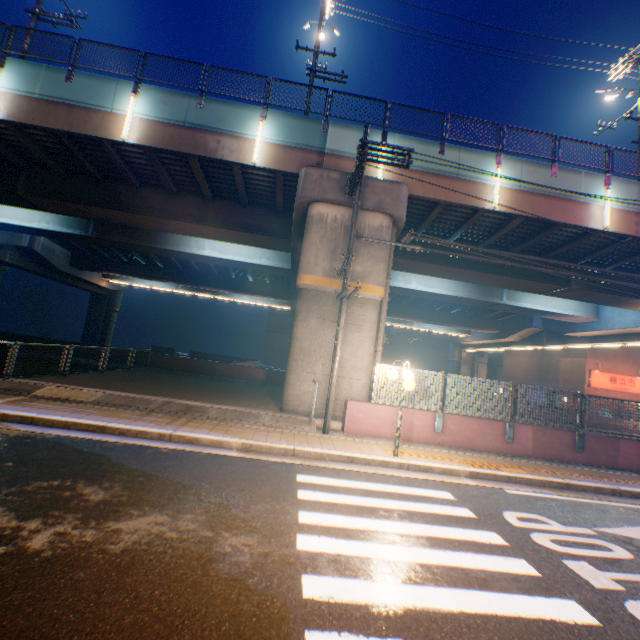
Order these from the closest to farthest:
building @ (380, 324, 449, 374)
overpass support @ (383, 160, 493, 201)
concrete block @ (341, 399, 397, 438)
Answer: concrete block @ (341, 399, 397, 438)
overpass support @ (383, 160, 493, 201)
building @ (380, 324, 449, 374)

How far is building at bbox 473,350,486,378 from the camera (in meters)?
55.22

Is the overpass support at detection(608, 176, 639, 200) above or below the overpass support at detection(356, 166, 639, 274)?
above

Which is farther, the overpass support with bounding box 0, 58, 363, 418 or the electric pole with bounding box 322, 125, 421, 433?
the overpass support with bounding box 0, 58, 363, 418

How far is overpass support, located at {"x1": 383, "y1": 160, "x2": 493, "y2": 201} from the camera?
13.3 meters

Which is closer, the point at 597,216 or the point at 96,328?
the point at 597,216

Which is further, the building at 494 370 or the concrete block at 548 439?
the building at 494 370

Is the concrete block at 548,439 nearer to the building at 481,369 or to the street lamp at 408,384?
the street lamp at 408,384
